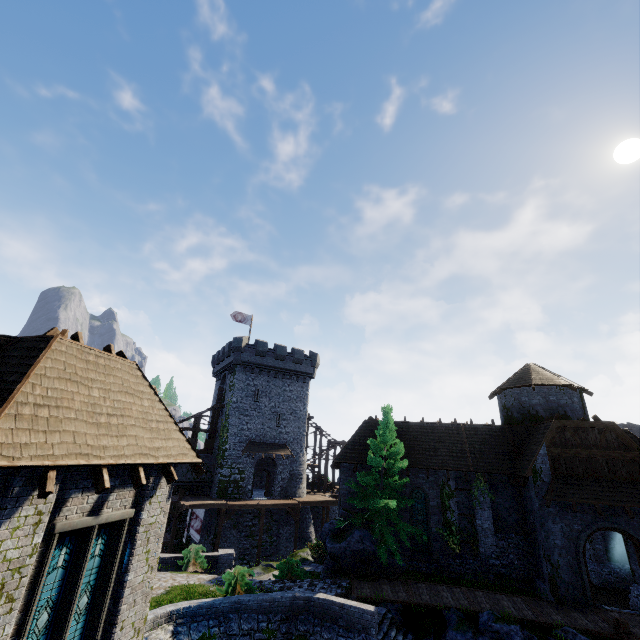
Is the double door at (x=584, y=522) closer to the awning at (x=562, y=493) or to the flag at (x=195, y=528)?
the awning at (x=562, y=493)

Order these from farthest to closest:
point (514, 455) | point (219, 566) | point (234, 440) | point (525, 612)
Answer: point (234, 440) < point (514, 455) < point (219, 566) < point (525, 612)

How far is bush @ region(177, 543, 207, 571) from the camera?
19.06m

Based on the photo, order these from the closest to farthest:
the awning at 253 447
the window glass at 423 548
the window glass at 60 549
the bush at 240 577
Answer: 1. the window glass at 60 549
2. the bush at 240 577
3. the window glass at 423 548
4. the awning at 253 447

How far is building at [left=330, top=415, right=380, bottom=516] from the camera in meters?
23.0 m

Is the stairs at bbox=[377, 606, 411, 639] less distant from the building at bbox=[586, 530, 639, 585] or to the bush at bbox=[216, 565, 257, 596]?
the bush at bbox=[216, 565, 257, 596]

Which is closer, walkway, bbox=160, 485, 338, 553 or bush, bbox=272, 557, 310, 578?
bush, bbox=272, 557, 310, 578

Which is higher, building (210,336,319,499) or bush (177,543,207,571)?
building (210,336,319,499)
